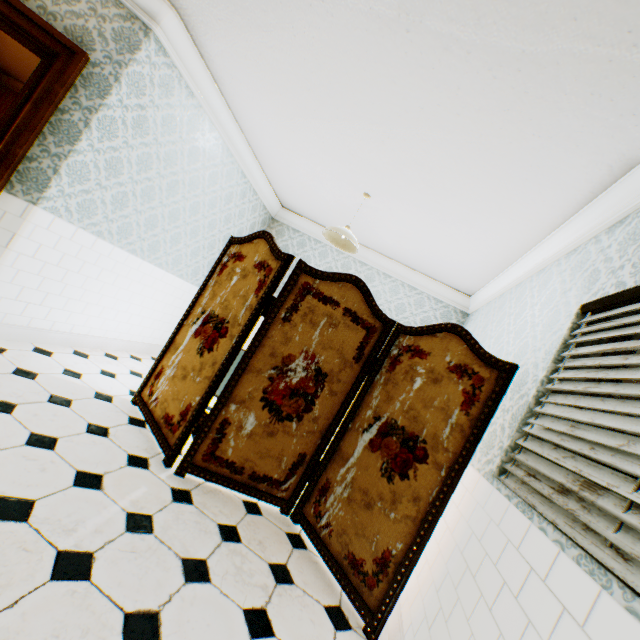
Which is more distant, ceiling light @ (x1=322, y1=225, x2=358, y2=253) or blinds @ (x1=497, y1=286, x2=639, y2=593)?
ceiling light @ (x1=322, y1=225, x2=358, y2=253)

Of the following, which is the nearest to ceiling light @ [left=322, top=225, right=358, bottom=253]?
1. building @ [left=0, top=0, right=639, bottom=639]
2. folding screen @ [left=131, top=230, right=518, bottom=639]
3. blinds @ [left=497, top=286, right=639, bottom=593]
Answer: building @ [left=0, top=0, right=639, bottom=639]

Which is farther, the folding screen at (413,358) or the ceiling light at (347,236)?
the ceiling light at (347,236)

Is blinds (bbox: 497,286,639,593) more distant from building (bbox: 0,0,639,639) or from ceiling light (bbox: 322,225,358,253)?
ceiling light (bbox: 322,225,358,253)

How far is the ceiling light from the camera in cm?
360

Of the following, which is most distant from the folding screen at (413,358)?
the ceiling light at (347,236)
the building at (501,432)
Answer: the ceiling light at (347,236)

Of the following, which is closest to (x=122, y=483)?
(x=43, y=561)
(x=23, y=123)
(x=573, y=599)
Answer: (x=43, y=561)

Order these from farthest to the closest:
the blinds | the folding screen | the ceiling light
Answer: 1. the ceiling light
2. the folding screen
3. the blinds
